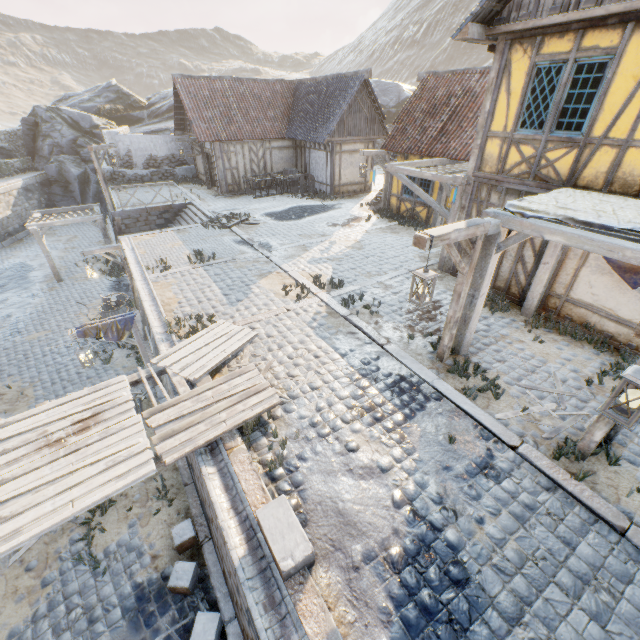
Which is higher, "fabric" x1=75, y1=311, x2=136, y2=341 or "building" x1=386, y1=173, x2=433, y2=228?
"building" x1=386, y1=173, x2=433, y2=228

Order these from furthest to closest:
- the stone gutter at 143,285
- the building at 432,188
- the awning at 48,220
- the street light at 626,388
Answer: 1. the awning at 48,220
2. the building at 432,188
3. the stone gutter at 143,285
4. the street light at 626,388

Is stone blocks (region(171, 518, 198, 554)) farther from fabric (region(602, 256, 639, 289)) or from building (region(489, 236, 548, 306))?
fabric (region(602, 256, 639, 289))

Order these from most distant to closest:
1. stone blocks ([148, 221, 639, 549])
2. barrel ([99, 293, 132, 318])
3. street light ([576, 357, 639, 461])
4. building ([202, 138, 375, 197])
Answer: building ([202, 138, 375, 197]), barrel ([99, 293, 132, 318]), stone blocks ([148, 221, 639, 549]), street light ([576, 357, 639, 461])

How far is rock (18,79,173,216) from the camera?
25.8 meters

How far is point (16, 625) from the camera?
5.8 meters

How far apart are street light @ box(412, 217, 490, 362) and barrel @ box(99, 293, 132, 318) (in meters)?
12.10

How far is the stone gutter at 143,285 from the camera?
7.4 meters
